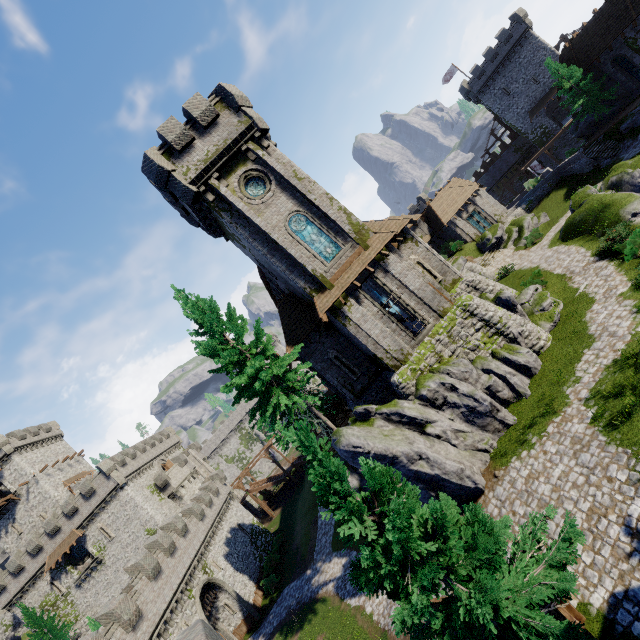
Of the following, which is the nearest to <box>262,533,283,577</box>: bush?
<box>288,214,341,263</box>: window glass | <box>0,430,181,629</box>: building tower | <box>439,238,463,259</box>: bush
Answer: <box>0,430,181,629</box>: building tower

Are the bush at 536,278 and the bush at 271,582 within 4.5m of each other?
no

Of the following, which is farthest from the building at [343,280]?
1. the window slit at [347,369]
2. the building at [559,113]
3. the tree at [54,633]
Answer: the tree at [54,633]

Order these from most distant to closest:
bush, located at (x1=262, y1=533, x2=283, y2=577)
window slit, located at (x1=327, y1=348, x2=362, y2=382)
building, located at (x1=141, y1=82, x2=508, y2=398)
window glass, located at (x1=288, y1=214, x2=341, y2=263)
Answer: bush, located at (x1=262, y1=533, x2=283, y2=577) → window slit, located at (x1=327, y1=348, x2=362, y2=382) → window glass, located at (x1=288, y1=214, x2=341, y2=263) → building, located at (x1=141, y1=82, x2=508, y2=398)

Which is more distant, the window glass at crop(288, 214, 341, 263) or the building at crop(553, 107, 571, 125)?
the building at crop(553, 107, 571, 125)

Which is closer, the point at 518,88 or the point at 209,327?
the point at 209,327

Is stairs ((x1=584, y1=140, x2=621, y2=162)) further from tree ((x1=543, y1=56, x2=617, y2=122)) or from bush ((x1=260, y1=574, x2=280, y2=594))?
bush ((x1=260, y1=574, x2=280, y2=594))

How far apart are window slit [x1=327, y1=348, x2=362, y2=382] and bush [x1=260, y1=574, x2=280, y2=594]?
24.3m
